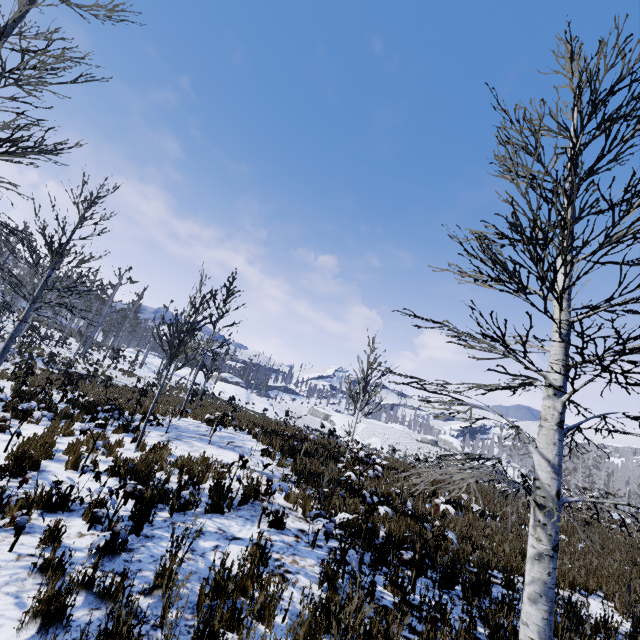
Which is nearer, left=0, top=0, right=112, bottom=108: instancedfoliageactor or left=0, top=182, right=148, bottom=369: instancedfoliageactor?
left=0, top=0, right=112, bottom=108: instancedfoliageactor

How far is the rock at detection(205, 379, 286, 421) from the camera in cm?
4528

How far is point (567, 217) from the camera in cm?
284

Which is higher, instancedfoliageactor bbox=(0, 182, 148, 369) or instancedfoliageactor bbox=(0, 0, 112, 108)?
instancedfoliageactor bbox=(0, 0, 112, 108)

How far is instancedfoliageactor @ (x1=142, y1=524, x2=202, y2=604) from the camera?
3.2 meters

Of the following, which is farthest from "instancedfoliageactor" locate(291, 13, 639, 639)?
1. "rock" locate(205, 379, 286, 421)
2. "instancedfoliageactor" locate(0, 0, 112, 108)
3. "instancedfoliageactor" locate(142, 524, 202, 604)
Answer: "rock" locate(205, 379, 286, 421)

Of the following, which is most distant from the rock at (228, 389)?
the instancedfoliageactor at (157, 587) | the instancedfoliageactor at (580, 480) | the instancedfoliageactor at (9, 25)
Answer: the instancedfoliageactor at (9, 25)

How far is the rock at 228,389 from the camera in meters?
45.3
